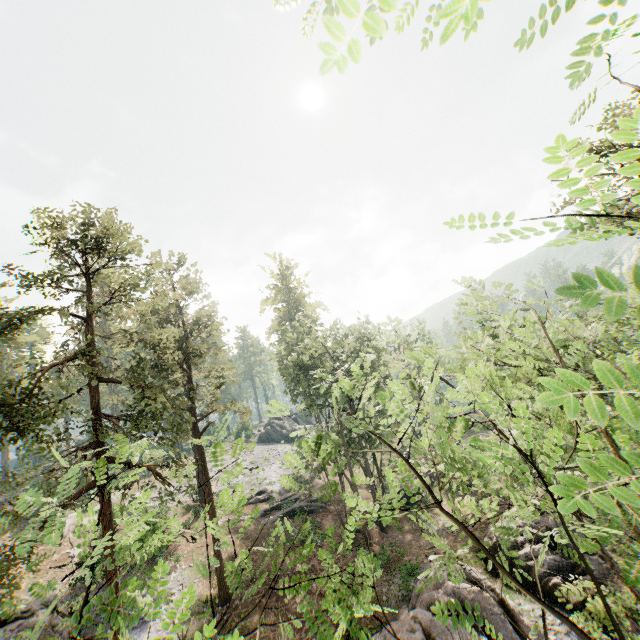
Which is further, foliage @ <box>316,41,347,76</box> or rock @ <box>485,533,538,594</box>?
rock @ <box>485,533,538,594</box>

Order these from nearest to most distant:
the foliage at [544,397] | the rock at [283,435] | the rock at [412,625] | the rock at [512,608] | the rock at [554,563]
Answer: the foliage at [544,397] < the rock at [412,625] < the rock at [512,608] < the rock at [554,563] < the rock at [283,435]

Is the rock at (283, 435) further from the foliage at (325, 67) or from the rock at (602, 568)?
the rock at (602, 568)

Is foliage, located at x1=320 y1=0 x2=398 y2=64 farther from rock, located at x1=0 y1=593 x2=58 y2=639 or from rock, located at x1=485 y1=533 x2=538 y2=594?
rock, located at x1=0 y1=593 x2=58 y2=639

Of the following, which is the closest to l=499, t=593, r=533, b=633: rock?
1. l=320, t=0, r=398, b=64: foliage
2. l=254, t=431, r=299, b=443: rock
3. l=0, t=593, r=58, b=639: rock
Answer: l=320, t=0, r=398, b=64: foliage

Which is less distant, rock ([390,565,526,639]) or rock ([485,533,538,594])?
rock ([390,565,526,639])

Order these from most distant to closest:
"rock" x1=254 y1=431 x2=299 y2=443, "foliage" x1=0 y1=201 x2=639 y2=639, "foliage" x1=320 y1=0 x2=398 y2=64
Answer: "rock" x1=254 y1=431 x2=299 y2=443 < "foliage" x1=0 y1=201 x2=639 y2=639 < "foliage" x1=320 y1=0 x2=398 y2=64

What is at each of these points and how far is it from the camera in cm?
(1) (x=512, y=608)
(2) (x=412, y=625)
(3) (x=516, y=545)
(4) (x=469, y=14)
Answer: (1) rock, 1462
(2) rock, 1338
(3) rock, 2025
(4) foliage, 64
